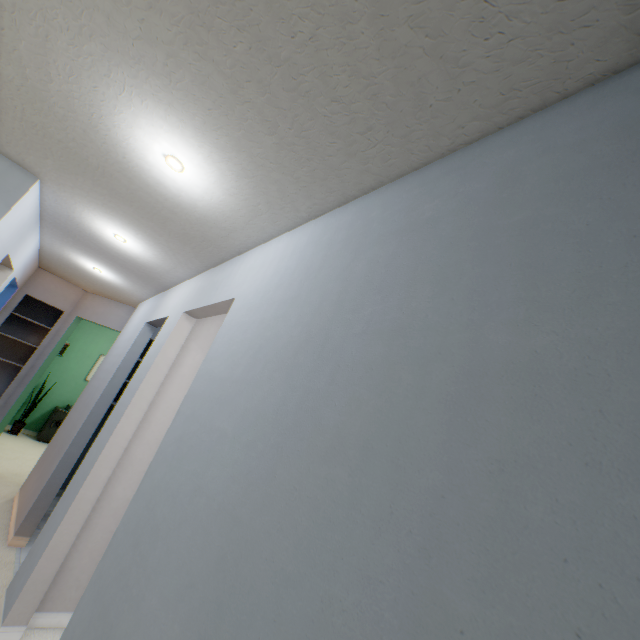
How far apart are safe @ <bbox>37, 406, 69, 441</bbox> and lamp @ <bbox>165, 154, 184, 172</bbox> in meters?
6.8

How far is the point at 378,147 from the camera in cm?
116

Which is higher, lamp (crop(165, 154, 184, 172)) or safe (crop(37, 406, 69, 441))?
lamp (crop(165, 154, 184, 172))

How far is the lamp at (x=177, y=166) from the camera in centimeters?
158cm

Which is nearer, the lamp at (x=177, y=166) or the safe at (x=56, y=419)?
the lamp at (x=177, y=166)

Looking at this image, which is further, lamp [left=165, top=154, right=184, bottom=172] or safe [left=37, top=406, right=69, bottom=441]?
safe [left=37, top=406, right=69, bottom=441]

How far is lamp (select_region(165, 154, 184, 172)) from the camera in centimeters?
158cm

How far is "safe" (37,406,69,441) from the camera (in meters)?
6.06
